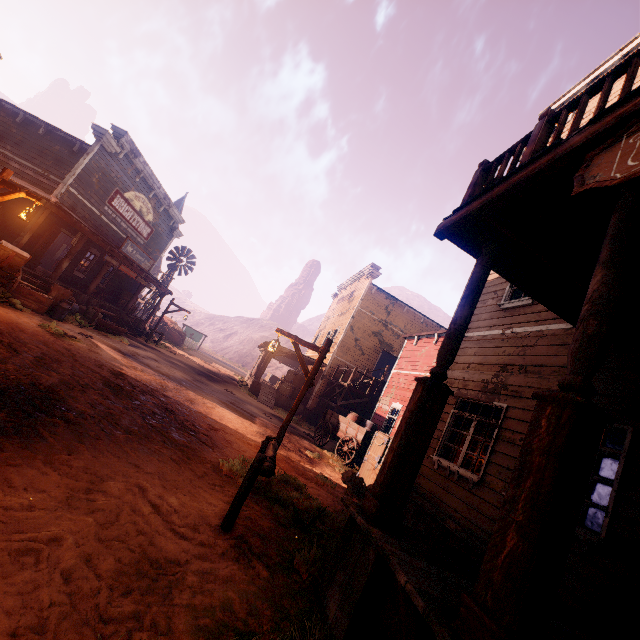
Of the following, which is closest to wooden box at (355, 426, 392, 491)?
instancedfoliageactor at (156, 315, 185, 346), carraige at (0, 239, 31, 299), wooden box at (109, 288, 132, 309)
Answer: carraige at (0, 239, 31, 299)

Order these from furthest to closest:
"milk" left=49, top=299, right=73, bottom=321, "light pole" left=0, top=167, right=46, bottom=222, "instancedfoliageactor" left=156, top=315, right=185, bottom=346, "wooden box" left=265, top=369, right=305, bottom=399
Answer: "instancedfoliageactor" left=156, top=315, right=185, bottom=346 < "wooden box" left=265, top=369, right=305, bottom=399 < "milk" left=49, top=299, right=73, bottom=321 < "light pole" left=0, top=167, right=46, bottom=222

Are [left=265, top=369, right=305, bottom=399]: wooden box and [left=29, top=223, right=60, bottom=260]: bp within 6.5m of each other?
no

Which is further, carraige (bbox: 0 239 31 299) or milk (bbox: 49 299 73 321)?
milk (bbox: 49 299 73 321)

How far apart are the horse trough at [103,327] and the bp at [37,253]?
3.5m

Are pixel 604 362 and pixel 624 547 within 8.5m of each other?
yes

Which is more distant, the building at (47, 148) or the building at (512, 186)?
the building at (47, 148)

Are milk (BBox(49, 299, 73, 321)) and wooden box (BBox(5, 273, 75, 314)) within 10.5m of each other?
yes
